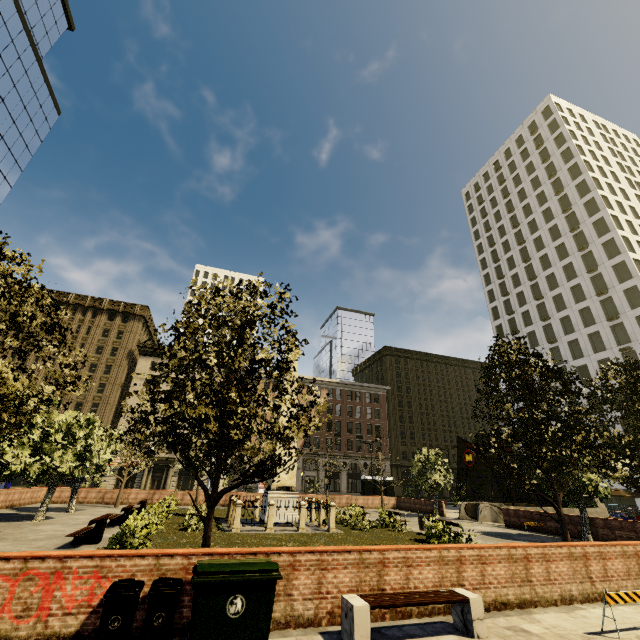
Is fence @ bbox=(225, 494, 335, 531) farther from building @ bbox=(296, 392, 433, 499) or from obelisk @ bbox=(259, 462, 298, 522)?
building @ bbox=(296, 392, 433, 499)

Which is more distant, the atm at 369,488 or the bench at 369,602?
the atm at 369,488

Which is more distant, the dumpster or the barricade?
the barricade

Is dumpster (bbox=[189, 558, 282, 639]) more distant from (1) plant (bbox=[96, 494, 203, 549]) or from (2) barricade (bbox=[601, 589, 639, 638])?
(2) barricade (bbox=[601, 589, 639, 638])

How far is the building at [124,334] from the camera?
48.38m

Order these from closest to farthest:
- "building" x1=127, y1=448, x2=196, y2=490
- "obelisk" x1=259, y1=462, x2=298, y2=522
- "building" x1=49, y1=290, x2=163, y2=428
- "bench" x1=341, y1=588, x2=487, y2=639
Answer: "bench" x1=341, y1=588, x2=487, y2=639
"obelisk" x1=259, y1=462, x2=298, y2=522
"building" x1=127, y1=448, x2=196, y2=490
"building" x1=49, y1=290, x2=163, y2=428

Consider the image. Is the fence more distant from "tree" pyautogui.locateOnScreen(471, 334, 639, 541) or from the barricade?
the barricade

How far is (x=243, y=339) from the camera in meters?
9.7 m
